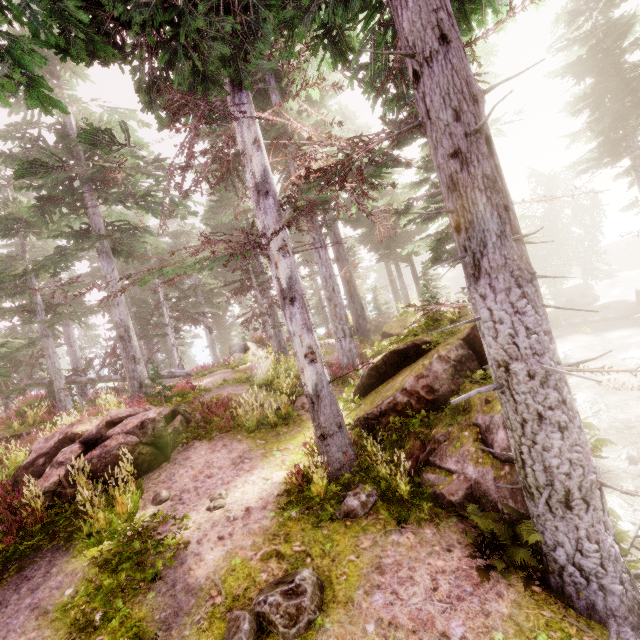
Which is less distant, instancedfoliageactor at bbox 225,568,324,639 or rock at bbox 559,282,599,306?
instancedfoliageactor at bbox 225,568,324,639

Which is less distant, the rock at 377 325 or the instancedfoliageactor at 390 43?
the instancedfoliageactor at 390 43

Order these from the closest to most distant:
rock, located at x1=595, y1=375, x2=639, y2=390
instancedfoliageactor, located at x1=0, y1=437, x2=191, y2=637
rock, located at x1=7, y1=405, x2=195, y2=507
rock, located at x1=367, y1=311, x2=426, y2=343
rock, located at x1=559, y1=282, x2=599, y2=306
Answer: instancedfoliageactor, located at x1=0, y1=437, x2=191, y2=637
rock, located at x1=7, y1=405, x2=195, y2=507
rock, located at x1=595, y1=375, x2=639, y2=390
rock, located at x1=367, y1=311, x2=426, y2=343
rock, located at x1=559, y1=282, x2=599, y2=306

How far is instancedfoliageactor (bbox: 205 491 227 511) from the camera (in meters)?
6.85

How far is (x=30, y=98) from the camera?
5.5m

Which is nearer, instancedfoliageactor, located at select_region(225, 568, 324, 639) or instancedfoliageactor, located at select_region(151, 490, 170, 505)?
instancedfoliageactor, located at select_region(225, 568, 324, 639)

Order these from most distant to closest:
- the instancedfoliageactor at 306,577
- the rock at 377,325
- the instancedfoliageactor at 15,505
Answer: the rock at 377,325 → the instancedfoliageactor at 15,505 → the instancedfoliageactor at 306,577

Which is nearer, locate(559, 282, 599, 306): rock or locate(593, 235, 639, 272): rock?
locate(559, 282, 599, 306): rock
